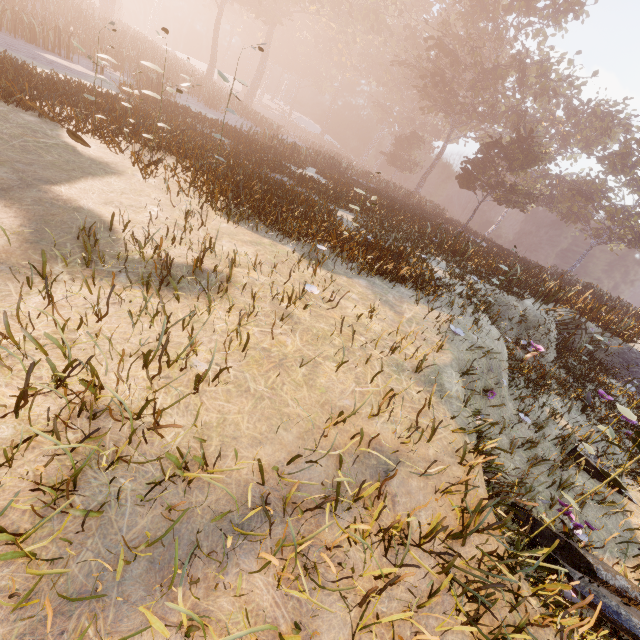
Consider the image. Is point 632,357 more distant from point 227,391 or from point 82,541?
point 82,541
